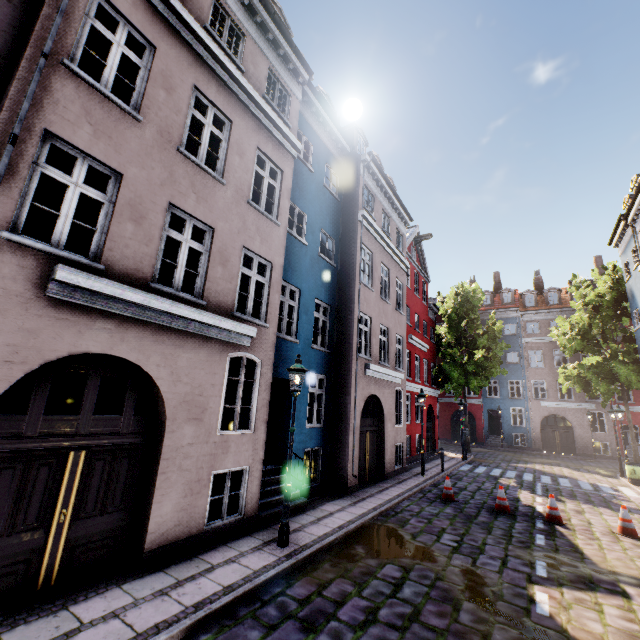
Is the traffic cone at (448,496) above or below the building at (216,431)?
below

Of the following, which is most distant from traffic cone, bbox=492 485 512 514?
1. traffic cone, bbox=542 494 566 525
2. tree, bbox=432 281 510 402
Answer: tree, bbox=432 281 510 402

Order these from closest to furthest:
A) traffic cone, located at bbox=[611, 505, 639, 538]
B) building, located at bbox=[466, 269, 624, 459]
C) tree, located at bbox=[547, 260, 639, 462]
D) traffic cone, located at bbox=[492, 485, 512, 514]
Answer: traffic cone, located at bbox=[611, 505, 639, 538] → traffic cone, located at bbox=[492, 485, 512, 514] → tree, located at bbox=[547, 260, 639, 462] → building, located at bbox=[466, 269, 624, 459]

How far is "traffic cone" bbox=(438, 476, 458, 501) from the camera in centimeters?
1102cm

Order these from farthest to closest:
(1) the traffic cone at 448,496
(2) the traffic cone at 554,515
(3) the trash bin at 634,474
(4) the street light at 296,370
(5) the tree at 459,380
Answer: (5) the tree at 459,380
(3) the trash bin at 634,474
(1) the traffic cone at 448,496
(2) the traffic cone at 554,515
(4) the street light at 296,370

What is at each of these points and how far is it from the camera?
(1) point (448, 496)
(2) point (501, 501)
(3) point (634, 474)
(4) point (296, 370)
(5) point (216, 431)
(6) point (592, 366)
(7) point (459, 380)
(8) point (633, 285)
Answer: (1) traffic cone, 11.1 meters
(2) traffic cone, 10.2 meters
(3) trash bin, 15.9 meters
(4) street light, 7.2 meters
(5) building, 6.8 meters
(6) tree, 19.9 meters
(7) tree, 23.3 meters
(8) building, 18.2 meters

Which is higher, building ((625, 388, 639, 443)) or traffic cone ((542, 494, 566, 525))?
building ((625, 388, 639, 443))

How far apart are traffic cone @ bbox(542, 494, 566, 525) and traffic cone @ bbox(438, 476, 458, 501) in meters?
2.4 m
